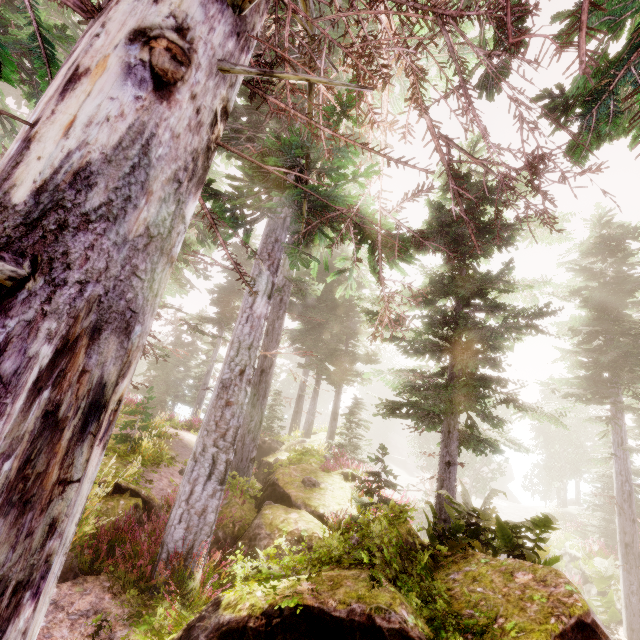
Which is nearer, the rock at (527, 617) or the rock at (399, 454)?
the rock at (527, 617)

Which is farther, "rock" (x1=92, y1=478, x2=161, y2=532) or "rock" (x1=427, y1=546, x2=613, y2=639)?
"rock" (x1=92, y1=478, x2=161, y2=532)

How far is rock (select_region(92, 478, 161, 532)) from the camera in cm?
631

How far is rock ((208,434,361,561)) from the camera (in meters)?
6.34

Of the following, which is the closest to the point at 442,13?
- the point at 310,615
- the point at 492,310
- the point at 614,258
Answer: the point at 310,615

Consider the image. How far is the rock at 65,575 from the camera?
4.8m

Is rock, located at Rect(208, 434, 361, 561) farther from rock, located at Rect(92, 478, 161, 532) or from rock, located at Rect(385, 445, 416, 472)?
rock, located at Rect(385, 445, 416, 472)
